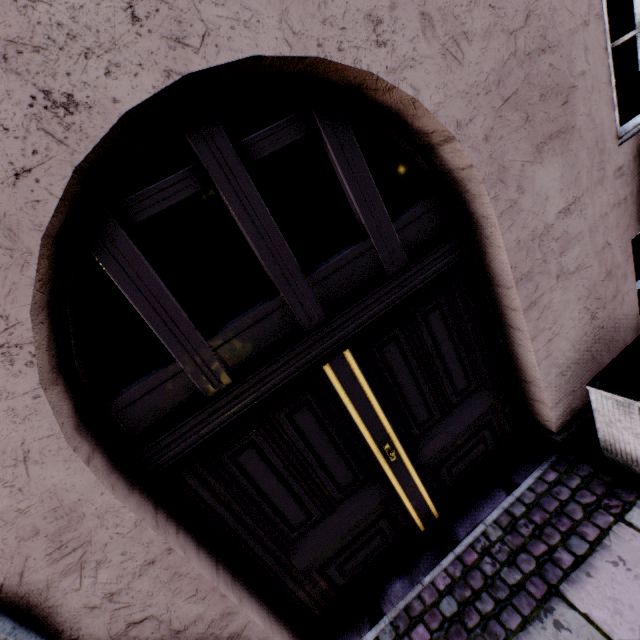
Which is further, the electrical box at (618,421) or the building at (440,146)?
the electrical box at (618,421)

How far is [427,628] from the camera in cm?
218

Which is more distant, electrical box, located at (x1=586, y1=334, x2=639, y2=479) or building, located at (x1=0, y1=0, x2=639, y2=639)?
electrical box, located at (x1=586, y1=334, x2=639, y2=479)
